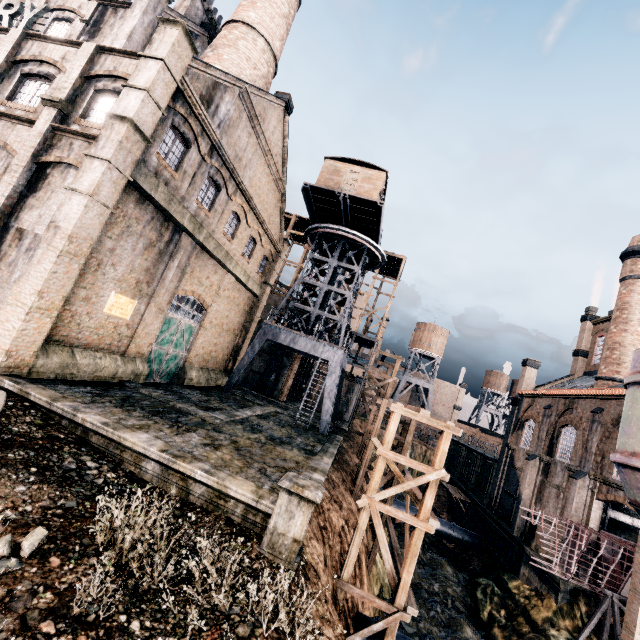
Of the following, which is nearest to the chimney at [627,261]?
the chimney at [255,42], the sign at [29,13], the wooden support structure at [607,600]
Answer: the wooden support structure at [607,600]

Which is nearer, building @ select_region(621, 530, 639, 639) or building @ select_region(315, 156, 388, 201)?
building @ select_region(621, 530, 639, 639)

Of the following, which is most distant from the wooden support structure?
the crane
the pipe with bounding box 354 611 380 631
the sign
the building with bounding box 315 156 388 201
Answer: the sign

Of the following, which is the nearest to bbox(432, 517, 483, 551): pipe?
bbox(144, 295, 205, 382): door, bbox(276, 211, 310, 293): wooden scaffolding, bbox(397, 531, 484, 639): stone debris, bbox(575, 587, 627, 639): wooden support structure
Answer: bbox(397, 531, 484, 639): stone debris

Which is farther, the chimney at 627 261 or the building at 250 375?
the building at 250 375

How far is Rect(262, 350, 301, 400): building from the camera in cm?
3609

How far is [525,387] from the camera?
34.53m

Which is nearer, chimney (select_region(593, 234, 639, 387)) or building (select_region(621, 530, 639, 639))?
building (select_region(621, 530, 639, 639))
